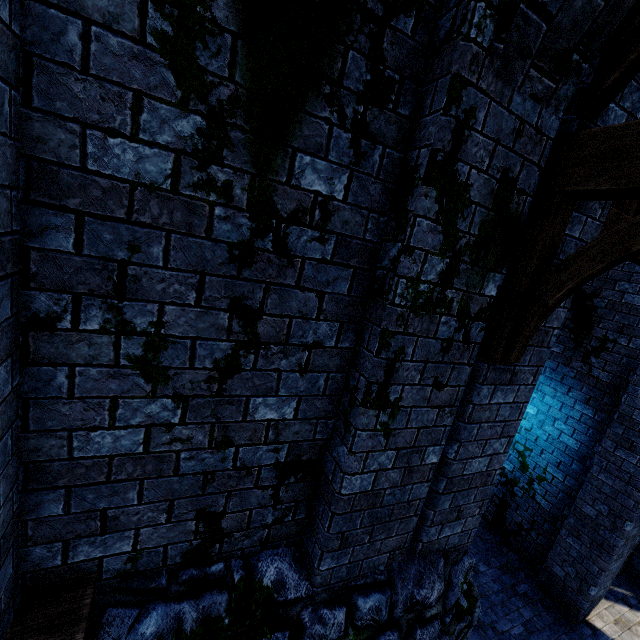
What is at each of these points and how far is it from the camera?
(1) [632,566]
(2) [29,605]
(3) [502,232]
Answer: (1) building, 7.6 meters
(2) wooden post, 1.8 meters
(3) building, 2.2 meters

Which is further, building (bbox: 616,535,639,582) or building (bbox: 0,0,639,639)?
building (bbox: 616,535,639,582)

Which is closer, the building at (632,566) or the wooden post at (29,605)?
the wooden post at (29,605)

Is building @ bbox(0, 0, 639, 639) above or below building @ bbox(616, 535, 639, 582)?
above

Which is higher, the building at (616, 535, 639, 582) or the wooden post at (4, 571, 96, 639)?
the wooden post at (4, 571, 96, 639)

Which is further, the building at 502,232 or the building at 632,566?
the building at 632,566

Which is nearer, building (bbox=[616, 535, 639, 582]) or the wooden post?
the wooden post
